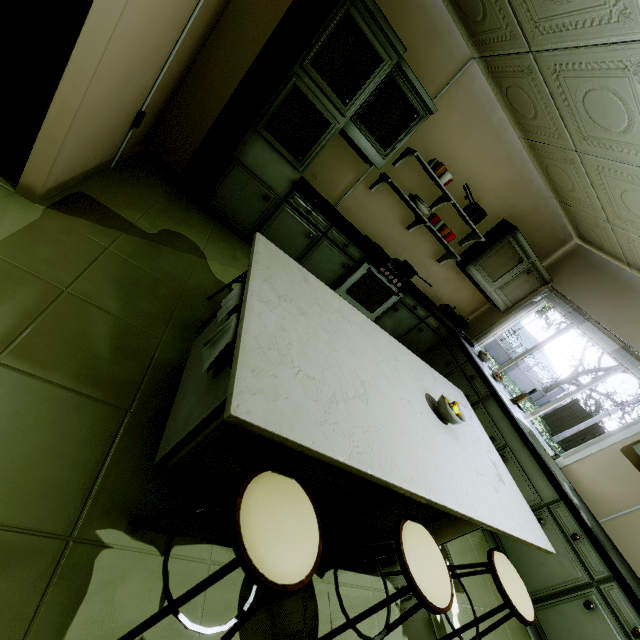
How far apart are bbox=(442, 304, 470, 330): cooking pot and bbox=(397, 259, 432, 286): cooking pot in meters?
0.9

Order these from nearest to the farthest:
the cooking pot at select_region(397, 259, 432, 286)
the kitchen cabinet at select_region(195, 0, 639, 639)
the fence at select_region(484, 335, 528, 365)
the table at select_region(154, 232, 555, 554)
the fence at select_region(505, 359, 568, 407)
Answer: the table at select_region(154, 232, 555, 554)
the kitchen cabinet at select_region(195, 0, 639, 639)
the cooking pot at select_region(397, 259, 432, 286)
the fence at select_region(505, 359, 568, 407)
the fence at select_region(484, 335, 528, 365)

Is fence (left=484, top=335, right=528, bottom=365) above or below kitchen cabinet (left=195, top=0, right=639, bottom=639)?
below

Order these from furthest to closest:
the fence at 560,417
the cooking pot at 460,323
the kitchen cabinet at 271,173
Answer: the fence at 560,417
the cooking pot at 460,323
the kitchen cabinet at 271,173

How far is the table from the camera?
0.97m

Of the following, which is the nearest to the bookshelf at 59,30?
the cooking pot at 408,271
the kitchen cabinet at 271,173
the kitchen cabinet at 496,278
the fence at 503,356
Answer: the kitchen cabinet at 271,173

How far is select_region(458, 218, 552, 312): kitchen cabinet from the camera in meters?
4.1

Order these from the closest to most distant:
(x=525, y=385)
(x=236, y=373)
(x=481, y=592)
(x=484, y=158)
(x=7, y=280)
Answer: (x=236, y=373), (x=7, y=280), (x=481, y=592), (x=484, y=158), (x=525, y=385)
